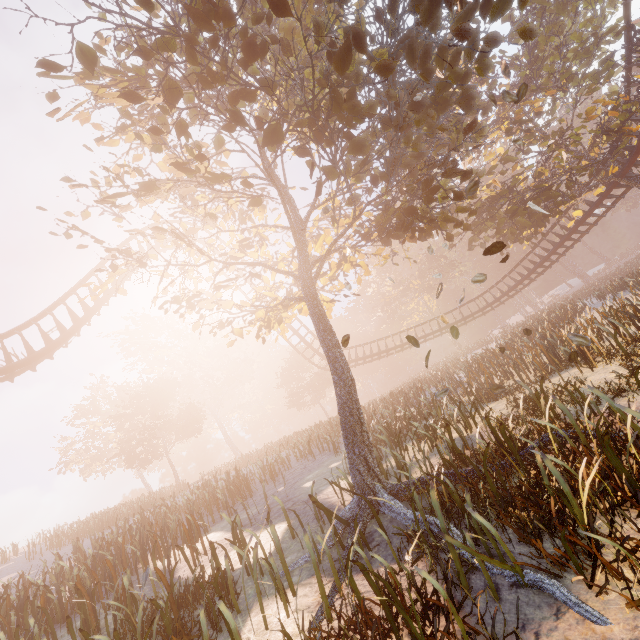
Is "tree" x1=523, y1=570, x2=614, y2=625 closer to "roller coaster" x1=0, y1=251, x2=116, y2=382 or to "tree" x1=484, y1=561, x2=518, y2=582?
"tree" x1=484, y1=561, x2=518, y2=582

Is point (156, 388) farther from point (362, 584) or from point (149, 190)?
point (362, 584)

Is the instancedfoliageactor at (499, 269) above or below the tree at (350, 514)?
above

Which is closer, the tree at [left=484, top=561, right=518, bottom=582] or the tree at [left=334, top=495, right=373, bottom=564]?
the tree at [left=484, top=561, right=518, bottom=582]

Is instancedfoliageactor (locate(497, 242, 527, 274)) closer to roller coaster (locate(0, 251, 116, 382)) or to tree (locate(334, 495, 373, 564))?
tree (locate(334, 495, 373, 564))

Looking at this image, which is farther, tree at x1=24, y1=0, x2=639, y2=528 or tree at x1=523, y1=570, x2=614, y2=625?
tree at x1=24, y1=0, x2=639, y2=528

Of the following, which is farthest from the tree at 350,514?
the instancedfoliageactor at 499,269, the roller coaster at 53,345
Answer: the instancedfoliageactor at 499,269
